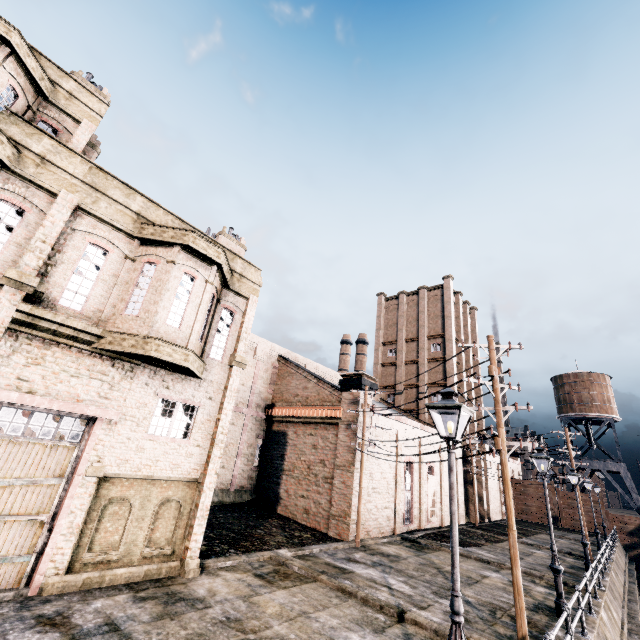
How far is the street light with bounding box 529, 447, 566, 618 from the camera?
12.0 meters

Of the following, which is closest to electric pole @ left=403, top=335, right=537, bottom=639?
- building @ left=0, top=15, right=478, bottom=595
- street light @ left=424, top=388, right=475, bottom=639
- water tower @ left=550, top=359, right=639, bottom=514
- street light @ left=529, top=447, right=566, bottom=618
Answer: building @ left=0, top=15, right=478, bottom=595

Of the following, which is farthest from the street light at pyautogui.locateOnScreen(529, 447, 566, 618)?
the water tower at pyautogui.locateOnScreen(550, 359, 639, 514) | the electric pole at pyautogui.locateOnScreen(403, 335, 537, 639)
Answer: the water tower at pyautogui.locateOnScreen(550, 359, 639, 514)

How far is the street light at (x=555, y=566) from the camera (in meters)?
11.95

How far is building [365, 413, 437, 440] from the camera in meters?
23.4

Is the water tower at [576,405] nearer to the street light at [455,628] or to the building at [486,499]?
the building at [486,499]

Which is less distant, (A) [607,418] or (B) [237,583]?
(B) [237,583]
